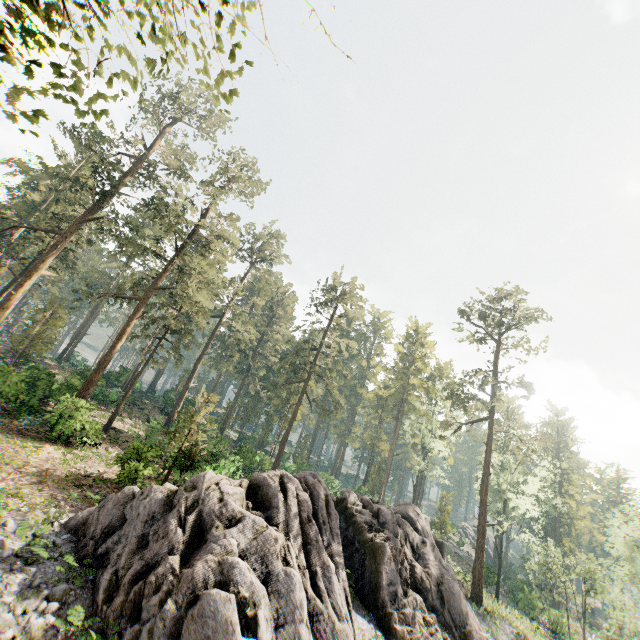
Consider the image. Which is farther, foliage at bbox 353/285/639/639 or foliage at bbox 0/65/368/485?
foliage at bbox 353/285/639/639

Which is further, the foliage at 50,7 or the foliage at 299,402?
the foliage at 299,402

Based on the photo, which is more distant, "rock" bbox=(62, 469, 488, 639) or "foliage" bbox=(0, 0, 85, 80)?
"rock" bbox=(62, 469, 488, 639)

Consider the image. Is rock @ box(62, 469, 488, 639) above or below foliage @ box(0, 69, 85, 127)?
below

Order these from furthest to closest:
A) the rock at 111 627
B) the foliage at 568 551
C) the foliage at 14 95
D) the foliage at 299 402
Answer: the foliage at 568 551 → the foliage at 299 402 → the rock at 111 627 → the foliage at 14 95

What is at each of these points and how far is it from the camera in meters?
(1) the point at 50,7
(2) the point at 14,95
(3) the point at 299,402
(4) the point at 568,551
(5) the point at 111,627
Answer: (1) foliage, 4.5
(2) foliage, 5.1
(3) foliage, 39.8
(4) foliage, 58.9
(5) rock, 9.0

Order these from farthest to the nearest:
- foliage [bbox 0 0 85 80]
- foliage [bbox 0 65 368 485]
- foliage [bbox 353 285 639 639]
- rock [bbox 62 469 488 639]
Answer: foliage [bbox 353 285 639 639], foliage [bbox 0 65 368 485], rock [bbox 62 469 488 639], foliage [bbox 0 0 85 80]
